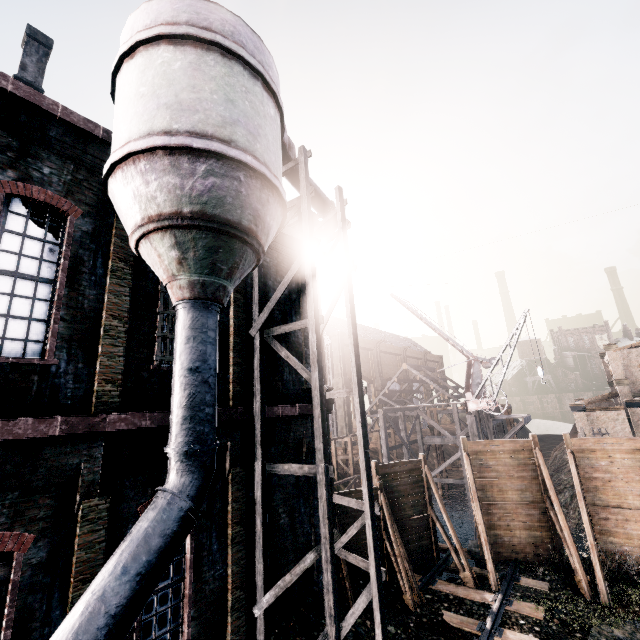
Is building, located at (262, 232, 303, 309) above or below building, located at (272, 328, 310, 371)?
above

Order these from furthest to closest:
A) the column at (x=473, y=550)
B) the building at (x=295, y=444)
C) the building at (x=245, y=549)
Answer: the column at (x=473, y=550) < the building at (x=295, y=444) < the building at (x=245, y=549)

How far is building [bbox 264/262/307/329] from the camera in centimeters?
1284cm

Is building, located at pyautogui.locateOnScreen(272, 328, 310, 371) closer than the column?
Yes

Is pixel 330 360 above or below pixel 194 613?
above

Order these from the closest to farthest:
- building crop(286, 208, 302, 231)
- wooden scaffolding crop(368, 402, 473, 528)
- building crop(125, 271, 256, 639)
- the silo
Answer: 1. the silo
2. building crop(125, 271, 256, 639)
3. building crop(286, 208, 302, 231)
4. wooden scaffolding crop(368, 402, 473, 528)

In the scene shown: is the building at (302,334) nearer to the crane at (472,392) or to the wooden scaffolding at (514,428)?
the crane at (472,392)

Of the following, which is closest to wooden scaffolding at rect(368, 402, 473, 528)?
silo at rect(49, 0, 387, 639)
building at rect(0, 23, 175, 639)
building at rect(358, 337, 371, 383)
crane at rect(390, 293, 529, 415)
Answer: crane at rect(390, 293, 529, 415)
